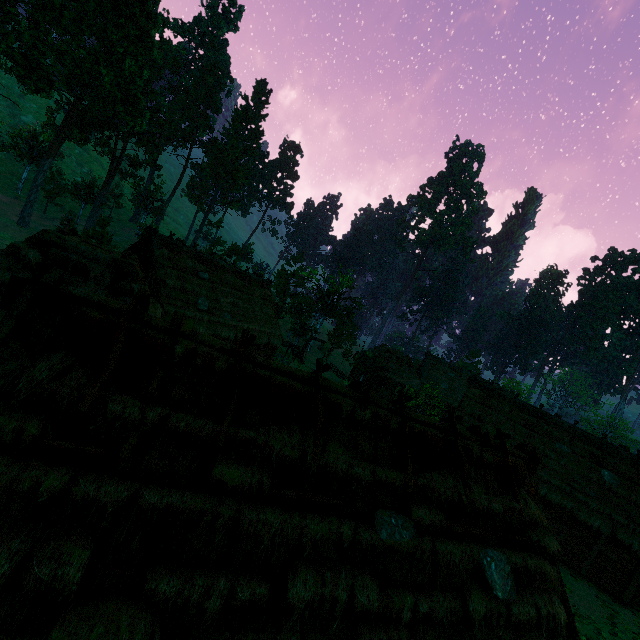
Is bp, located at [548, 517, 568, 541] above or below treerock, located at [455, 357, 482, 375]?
below

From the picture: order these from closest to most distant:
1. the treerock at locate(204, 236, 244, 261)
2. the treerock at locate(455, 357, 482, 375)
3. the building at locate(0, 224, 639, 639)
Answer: the building at locate(0, 224, 639, 639)
the treerock at locate(204, 236, 244, 261)
the treerock at locate(455, 357, 482, 375)

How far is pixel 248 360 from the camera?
6.16m

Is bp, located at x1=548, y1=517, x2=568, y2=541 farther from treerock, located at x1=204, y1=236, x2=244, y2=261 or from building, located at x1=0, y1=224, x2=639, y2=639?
treerock, located at x1=204, y1=236, x2=244, y2=261

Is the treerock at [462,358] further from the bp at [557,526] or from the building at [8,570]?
the bp at [557,526]

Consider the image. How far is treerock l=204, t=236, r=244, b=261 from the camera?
37.6 meters

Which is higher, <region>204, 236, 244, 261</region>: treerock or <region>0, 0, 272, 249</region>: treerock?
<region>0, 0, 272, 249</region>: treerock

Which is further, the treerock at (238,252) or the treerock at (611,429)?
the treerock at (611,429)
